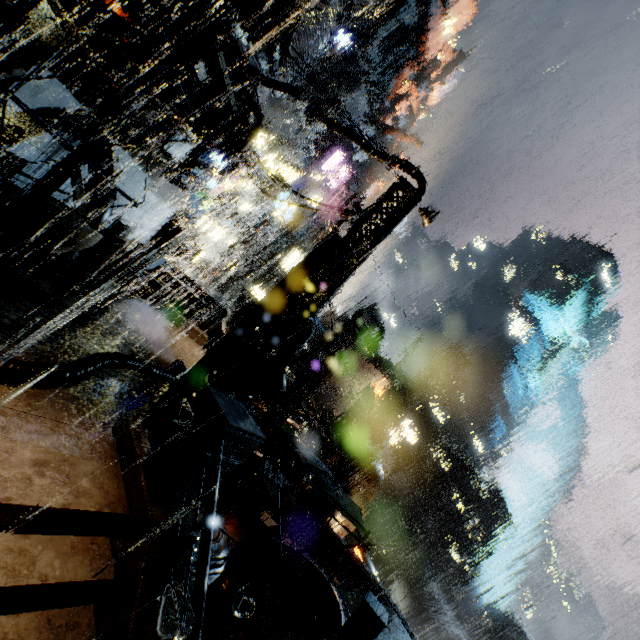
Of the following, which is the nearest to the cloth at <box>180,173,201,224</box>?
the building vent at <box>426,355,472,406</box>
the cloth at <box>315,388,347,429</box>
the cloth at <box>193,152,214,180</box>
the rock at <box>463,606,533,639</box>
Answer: the cloth at <box>193,152,214,180</box>

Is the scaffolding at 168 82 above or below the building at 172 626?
above

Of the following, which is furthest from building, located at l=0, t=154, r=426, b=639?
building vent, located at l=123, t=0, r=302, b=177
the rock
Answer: the rock

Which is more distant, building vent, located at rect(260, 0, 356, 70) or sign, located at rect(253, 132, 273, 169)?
sign, located at rect(253, 132, 273, 169)

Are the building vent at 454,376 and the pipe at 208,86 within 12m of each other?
no

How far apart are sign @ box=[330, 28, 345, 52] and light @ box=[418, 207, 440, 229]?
22.6 meters

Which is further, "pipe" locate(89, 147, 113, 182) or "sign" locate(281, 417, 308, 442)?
"sign" locate(281, 417, 308, 442)

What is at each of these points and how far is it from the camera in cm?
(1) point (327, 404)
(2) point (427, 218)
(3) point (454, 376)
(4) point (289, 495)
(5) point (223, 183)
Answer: (1) cloth, 3822
(2) light, 1184
(3) building vent, 5822
(4) building, 2059
(5) sign, 3647
